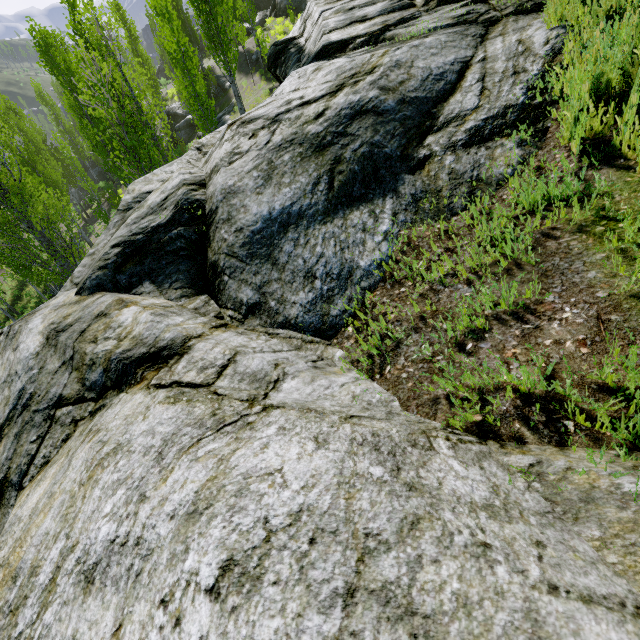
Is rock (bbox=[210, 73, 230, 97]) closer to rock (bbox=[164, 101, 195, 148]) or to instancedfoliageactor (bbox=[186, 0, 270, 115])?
instancedfoliageactor (bbox=[186, 0, 270, 115])

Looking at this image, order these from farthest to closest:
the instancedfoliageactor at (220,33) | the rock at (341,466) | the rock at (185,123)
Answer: the rock at (185,123), the instancedfoliageactor at (220,33), the rock at (341,466)

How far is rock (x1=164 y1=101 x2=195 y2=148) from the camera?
31.59m

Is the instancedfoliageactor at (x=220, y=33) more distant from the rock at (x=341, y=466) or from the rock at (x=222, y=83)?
the rock at (x=222, y=83)

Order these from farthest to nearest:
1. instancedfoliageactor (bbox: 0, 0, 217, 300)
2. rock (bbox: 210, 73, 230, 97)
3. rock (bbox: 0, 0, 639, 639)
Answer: rock (bbox: 210, 73, 230, 97), instancedfoliageactor (bbox: 0, 0, 217, 300), rock (bbox: 0, 0, 639, 639)

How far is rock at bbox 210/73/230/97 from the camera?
29.50m

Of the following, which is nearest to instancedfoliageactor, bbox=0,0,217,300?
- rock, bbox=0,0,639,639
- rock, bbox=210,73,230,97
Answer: rock, bbox=0,0,639,639

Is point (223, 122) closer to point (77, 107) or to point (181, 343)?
point (77, 107)
